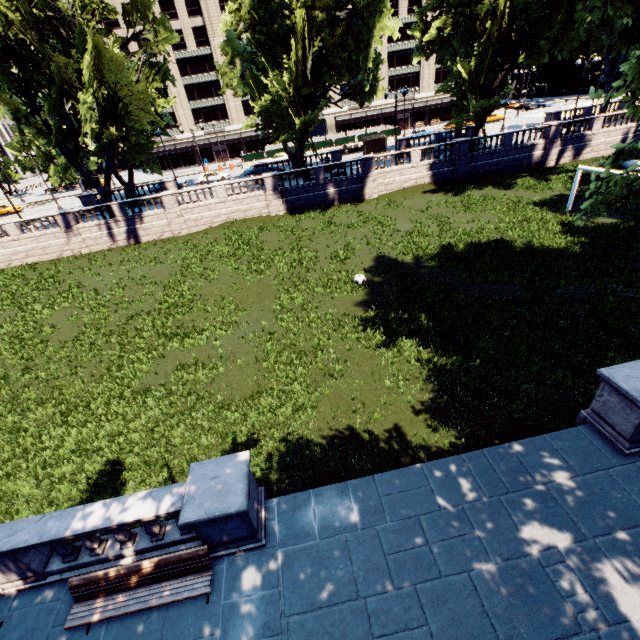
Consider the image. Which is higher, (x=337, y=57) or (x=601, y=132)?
(x=337, y=57)

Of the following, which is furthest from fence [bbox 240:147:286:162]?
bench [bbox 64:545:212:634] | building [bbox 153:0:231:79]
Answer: bench [bbox 64:545:212:634]

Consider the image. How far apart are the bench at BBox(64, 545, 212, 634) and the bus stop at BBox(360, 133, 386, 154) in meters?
48.5 m

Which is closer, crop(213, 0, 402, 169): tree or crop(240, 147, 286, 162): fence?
crop(213, 0, 402, 169): tree

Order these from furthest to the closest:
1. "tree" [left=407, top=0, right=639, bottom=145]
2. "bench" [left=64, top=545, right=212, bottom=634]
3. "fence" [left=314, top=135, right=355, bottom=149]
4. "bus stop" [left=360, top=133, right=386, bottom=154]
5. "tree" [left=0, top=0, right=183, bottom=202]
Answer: "fence" [left=314, top=135, right=355, bottom=149] → "bus stop" [left=360, top=133, right=386, bottom=154] → "tree" [left=0, top=0, right=183, bottom=202] → "tree" [left=407, top=0, right=639, bottom=145] → "bench" [left=64, top=545, right=212, bottom=634]

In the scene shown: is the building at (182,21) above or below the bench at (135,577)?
above

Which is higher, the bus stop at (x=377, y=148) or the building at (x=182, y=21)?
the building at (x=182, y=21)

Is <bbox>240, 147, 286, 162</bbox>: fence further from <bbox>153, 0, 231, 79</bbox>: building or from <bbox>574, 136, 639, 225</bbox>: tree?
<bbox>574, 136, 639, 225</bbox>: tree
